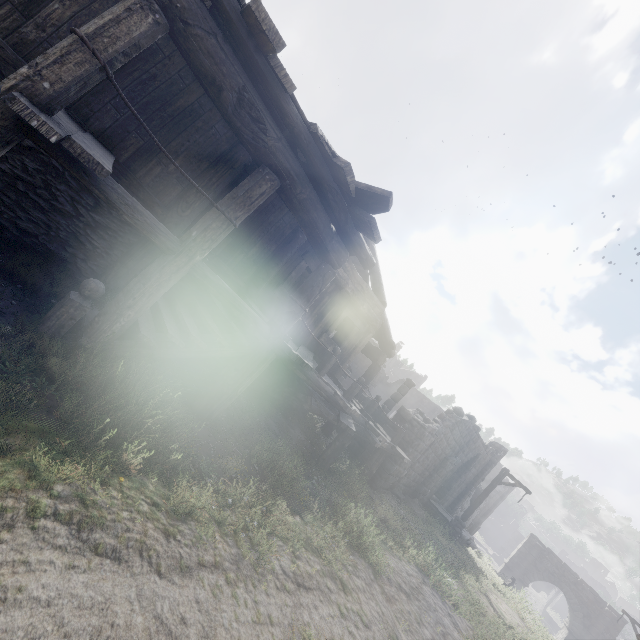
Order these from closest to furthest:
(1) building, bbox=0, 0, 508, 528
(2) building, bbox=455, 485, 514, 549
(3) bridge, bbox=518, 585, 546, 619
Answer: (1) building, bbox=0, 0, 508, 528, (3) bridge, bbox=518, 585, 546, 619, (2) building, bbox=455, 485, 514, 549

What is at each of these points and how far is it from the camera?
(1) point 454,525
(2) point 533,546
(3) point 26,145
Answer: (1) wooden lamp post, 16.5 meters
(2) stone arch, 29.8 meters
(3) building, 5.1 meters

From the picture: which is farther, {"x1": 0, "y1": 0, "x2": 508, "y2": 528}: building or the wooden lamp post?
the wooden lamp post

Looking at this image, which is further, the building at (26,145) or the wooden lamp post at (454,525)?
the wooden lamp post at (454,525)

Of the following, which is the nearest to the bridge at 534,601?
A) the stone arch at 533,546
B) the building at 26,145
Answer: the stone arch at 533,546

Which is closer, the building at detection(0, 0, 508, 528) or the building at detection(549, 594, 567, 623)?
the building at detection(0, 0, 508, 528)

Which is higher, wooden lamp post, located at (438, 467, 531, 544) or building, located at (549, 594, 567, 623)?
wooden lamp post, located at (438, 467, 531, 544)

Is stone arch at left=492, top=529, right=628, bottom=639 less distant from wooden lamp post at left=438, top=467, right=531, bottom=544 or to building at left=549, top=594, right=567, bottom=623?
building at left=549, top=594, right=567, bottom=623
